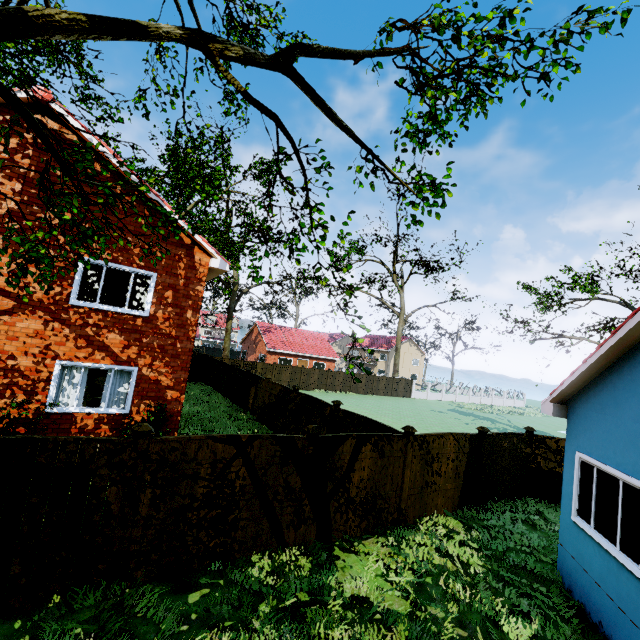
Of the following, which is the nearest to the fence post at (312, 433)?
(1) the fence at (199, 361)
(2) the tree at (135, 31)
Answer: (1) the fence at (199, 361)

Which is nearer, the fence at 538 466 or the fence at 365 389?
the fence at 538 466

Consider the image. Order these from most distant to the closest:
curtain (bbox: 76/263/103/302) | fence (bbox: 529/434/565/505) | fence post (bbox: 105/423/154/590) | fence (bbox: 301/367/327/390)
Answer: fence (bbox: 301/367/327/390), fence (bbox: 529/434/565/505), curtain (bbox: 76/263/103/302), fence post (bbox: 105/423/154/590)

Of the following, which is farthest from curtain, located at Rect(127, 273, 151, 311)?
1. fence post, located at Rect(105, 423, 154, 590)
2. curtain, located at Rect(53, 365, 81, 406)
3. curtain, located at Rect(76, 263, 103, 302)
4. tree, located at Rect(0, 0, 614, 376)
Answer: fence post, located at Rect(105, 423, 154, 590)

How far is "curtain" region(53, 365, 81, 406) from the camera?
9.03m

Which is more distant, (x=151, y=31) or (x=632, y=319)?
(x=632, y=319)

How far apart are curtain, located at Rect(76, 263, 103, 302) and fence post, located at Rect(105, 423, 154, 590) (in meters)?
5.86

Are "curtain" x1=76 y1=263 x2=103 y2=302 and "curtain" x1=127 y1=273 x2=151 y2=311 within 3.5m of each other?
yes
